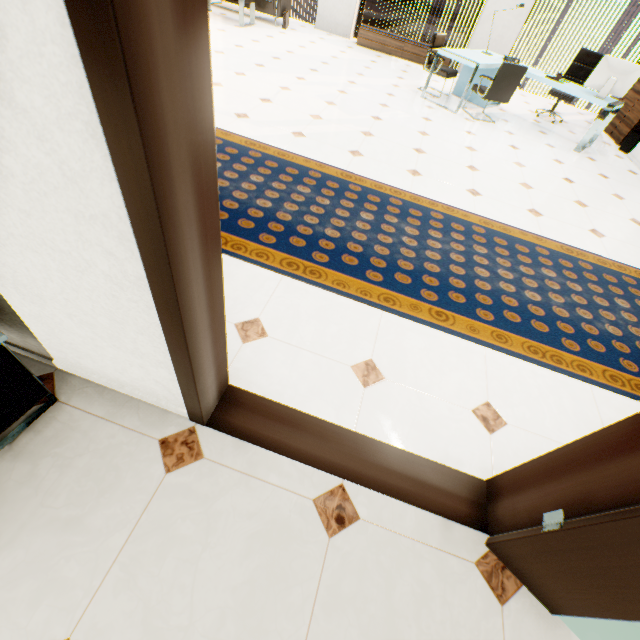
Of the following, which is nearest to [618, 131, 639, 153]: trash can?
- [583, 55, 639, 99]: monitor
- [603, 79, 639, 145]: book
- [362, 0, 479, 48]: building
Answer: [603, 79, 639, 145]: book

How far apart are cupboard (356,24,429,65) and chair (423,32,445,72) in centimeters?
199cm

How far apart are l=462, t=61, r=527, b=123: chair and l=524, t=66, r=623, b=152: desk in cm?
11

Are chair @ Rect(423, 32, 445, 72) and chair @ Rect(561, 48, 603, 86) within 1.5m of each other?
no

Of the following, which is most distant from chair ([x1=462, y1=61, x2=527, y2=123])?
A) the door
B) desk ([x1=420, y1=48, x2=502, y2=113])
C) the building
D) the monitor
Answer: the building

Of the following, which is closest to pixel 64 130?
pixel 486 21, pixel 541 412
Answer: pixel 541 412

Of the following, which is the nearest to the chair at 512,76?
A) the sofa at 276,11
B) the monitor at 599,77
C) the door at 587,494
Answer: the monitor at 599,77

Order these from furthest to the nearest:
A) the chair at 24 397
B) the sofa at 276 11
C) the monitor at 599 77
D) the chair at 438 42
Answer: the sofa at 276 11 → the chair at 438 42 → the monitor at 599 77 → the chair at 24 397
